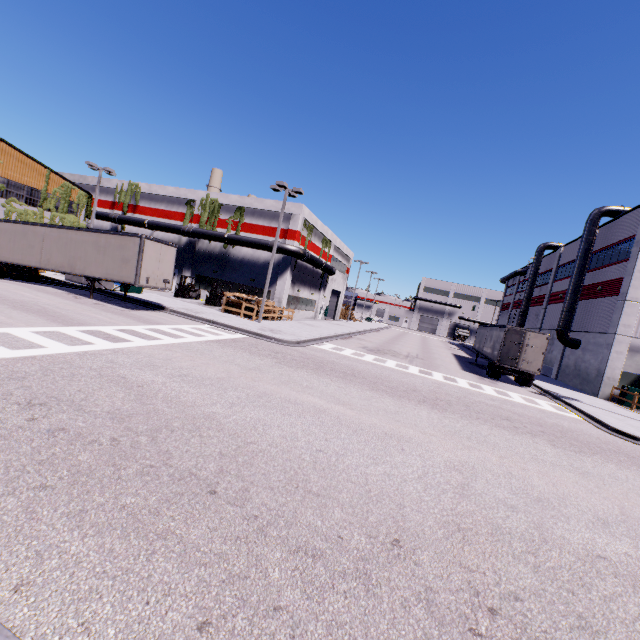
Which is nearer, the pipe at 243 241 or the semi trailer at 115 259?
the semi trailer at 115 259

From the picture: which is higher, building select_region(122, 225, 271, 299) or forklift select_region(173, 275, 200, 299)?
building select_region(122, 225, 271, 299)

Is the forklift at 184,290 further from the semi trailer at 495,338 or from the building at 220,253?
the semi trailer at 495,338

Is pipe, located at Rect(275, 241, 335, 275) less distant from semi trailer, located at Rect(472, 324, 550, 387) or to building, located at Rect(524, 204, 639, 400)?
Result: building, located at Rect(524, 204, 639, 400)

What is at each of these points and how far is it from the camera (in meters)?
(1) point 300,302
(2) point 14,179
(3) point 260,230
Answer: (1) building, 35.69
(2) building, 23.67
(3) building, 31.34

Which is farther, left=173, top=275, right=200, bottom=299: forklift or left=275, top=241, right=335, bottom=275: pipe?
left=173, top=275, right=200, bottom=299: forklift

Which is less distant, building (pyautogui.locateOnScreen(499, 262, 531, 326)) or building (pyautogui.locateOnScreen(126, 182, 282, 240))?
building (pyautogui.locateOnScreen(126, 182, 282, 240))
